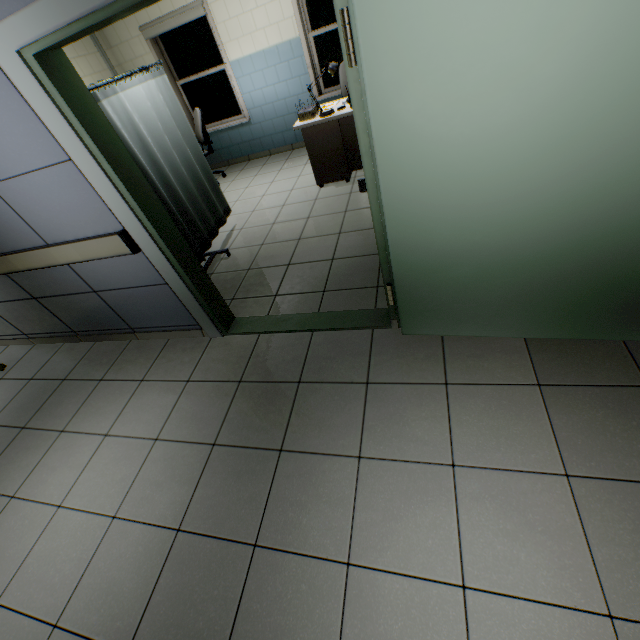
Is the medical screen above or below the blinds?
below

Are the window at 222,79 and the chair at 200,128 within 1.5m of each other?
yes

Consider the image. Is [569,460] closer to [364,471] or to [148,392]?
[364,471]

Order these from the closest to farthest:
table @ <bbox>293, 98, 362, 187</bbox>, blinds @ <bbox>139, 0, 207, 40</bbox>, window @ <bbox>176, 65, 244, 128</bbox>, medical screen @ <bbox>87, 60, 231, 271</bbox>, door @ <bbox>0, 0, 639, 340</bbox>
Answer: door @ <bbox>0, 0, 639, 340</bbox>
medical screen @ <bbox>87, 60, 231, 271</bbox>
table @ <bbox>293, 98, 362, 187</bbox>
blinds @ <bbox>139, 0, 207, 40</bbox>
window @ <bbox>176, 65, 244, 128</bbox>

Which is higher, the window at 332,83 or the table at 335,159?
the window at 332,83

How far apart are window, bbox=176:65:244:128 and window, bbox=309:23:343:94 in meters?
1.6

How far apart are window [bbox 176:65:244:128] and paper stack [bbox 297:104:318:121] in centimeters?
265cm

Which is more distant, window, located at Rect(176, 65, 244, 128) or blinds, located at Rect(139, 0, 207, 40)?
window, located at Rect(176, 65, 244, 128)
